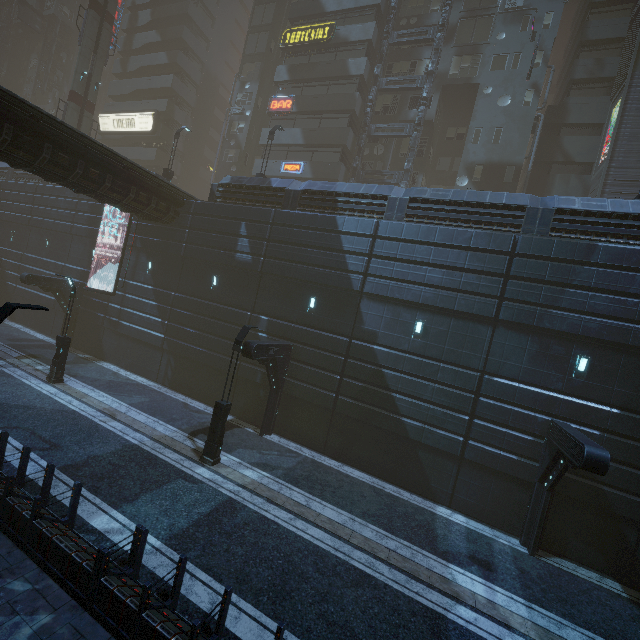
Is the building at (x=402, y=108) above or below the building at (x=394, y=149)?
above

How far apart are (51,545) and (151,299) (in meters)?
16.38

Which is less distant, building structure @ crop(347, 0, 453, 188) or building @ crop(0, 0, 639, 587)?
building @ crop(0, 0, 639, 587)

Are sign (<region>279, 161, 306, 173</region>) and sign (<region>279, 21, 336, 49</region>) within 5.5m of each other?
no

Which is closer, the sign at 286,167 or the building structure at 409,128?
the building structure at 409,128

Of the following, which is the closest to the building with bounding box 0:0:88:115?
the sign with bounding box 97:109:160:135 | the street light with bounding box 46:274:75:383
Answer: the sign with bounding box 97:109:160:135

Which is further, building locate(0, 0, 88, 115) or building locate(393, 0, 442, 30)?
building locate(0, 0, 88, 115)

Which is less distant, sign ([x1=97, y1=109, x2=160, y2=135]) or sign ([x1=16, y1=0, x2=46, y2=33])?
sign ([x1=97, y1=109, x2=160, y2=135])
